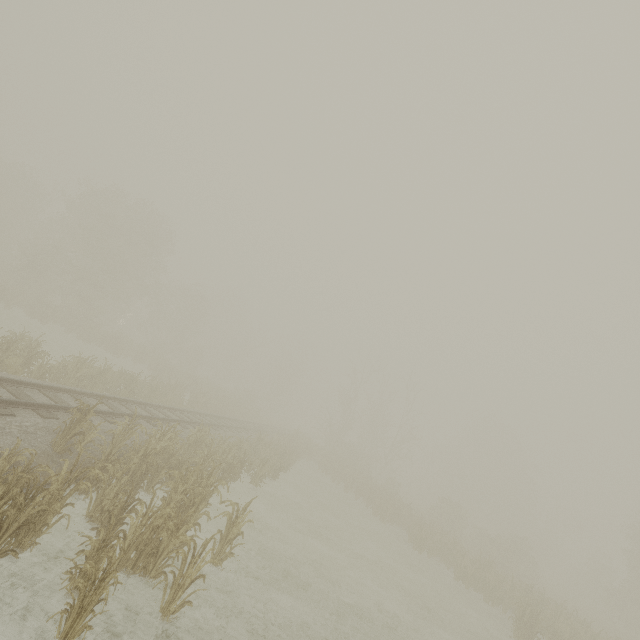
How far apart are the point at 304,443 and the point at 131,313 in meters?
44.4
